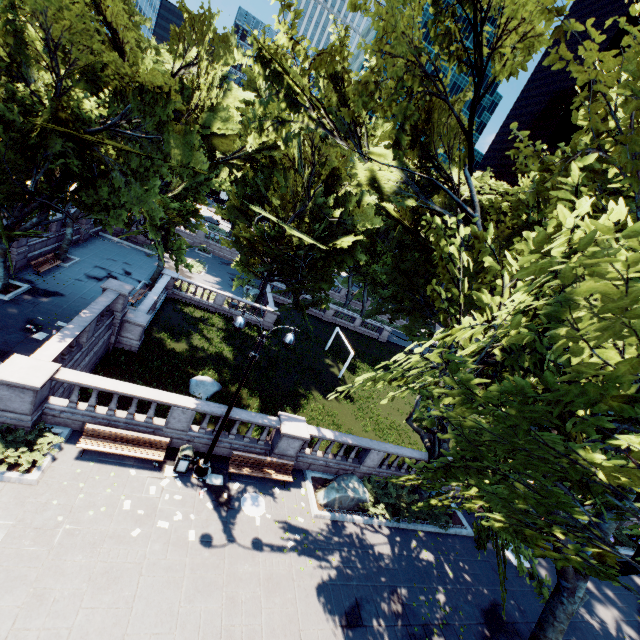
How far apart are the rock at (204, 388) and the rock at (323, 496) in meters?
9.1 m

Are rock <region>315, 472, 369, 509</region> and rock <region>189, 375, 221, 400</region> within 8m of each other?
no

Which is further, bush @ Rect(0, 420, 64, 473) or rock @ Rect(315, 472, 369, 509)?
rock @ Rect(315, 472, 369, 509)

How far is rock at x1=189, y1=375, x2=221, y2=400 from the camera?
20.3 meters

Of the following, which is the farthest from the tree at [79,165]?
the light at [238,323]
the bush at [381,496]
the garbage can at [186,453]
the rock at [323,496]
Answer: the garbage can at [186,453]

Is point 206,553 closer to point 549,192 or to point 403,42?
point 549,192

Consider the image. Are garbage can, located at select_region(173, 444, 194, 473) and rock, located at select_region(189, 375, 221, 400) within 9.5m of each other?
yes

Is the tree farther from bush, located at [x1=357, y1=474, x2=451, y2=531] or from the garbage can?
the garbage can
